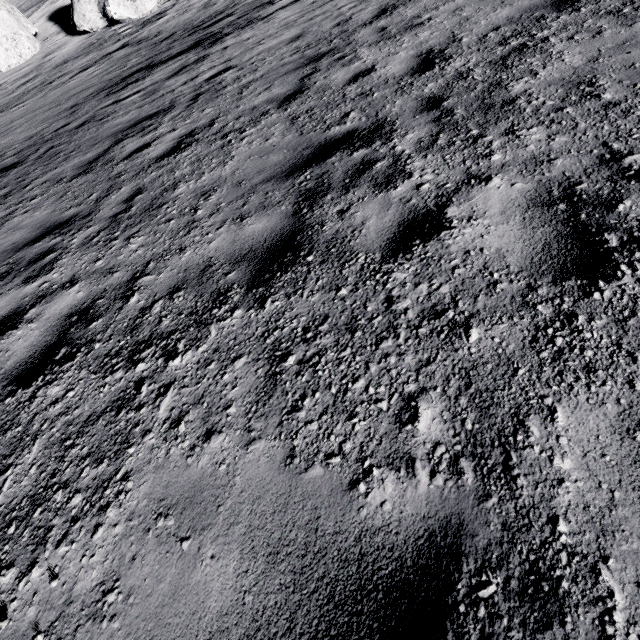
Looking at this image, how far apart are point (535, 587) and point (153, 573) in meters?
1.6

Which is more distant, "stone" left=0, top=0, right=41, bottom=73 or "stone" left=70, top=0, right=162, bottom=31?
"stone" left=0, top=0, right=41, bottom=73

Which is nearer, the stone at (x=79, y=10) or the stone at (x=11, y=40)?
the stone at (x=79, y=10)
